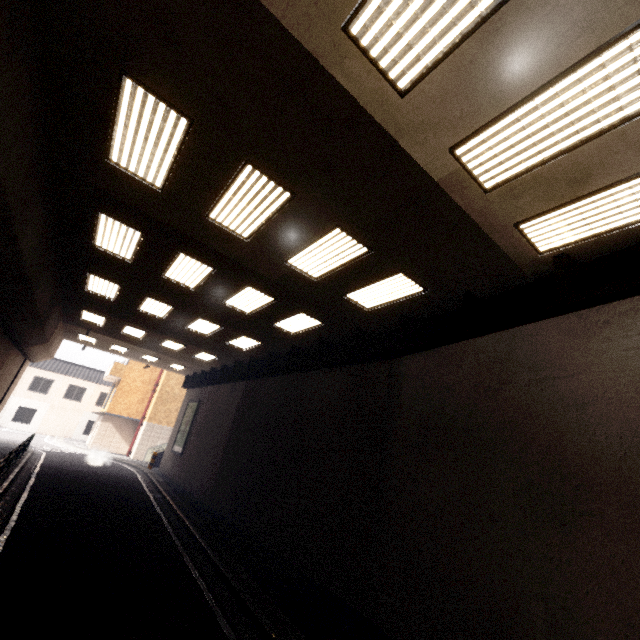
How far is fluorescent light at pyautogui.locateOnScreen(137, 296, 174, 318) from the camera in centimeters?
1178cm

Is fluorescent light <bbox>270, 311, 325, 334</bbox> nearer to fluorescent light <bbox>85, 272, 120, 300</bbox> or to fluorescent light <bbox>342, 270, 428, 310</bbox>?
fluorescent light <bbox>342, 270, 428, 310</bbox>

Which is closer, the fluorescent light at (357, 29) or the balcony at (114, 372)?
the fluorescent light at (357, 29)

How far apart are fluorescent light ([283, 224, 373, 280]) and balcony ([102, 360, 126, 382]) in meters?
28.0 m

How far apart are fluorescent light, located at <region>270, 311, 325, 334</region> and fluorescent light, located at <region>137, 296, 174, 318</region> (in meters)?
3.76

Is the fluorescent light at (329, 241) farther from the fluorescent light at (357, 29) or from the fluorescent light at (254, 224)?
the fluorescent light at (357, 29)

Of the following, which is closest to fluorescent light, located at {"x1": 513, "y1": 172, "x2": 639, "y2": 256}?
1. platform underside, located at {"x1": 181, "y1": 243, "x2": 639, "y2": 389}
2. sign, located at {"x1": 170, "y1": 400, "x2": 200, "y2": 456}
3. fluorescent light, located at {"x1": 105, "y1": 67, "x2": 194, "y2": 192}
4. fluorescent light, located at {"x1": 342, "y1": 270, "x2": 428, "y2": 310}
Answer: platform underside, located at {"x1": 181, "y1": 243, "x2": 639, "y2": 389}

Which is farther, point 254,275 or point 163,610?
point 254,275
